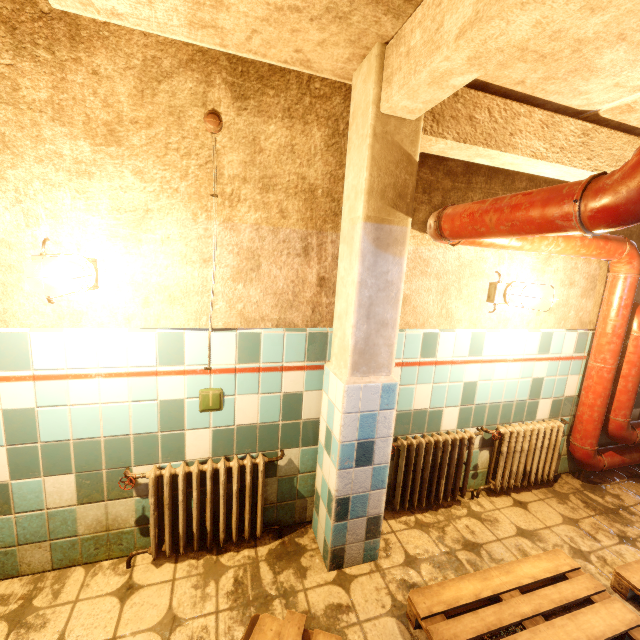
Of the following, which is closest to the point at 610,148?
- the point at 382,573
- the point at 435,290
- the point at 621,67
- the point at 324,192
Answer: the point at 621,67

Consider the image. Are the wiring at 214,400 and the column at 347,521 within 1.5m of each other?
yes

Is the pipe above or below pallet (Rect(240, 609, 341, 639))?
above

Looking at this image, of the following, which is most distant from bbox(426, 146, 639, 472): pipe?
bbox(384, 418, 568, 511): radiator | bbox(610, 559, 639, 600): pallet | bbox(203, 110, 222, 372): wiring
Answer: bbox(203, 110, 222, 372): wiring

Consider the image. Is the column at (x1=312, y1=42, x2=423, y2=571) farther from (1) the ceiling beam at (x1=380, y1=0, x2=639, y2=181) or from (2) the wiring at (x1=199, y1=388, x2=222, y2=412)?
(2) the wiring at (x1=199, y1=388, x2=222, y2=412)

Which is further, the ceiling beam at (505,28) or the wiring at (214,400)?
the wiring at (214,400)

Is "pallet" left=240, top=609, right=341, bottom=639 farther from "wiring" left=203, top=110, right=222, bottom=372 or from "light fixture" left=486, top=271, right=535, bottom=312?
"light fixture" left=486, top=271, right=535, bottom=312

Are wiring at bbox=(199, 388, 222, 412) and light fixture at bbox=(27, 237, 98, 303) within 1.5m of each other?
yes
